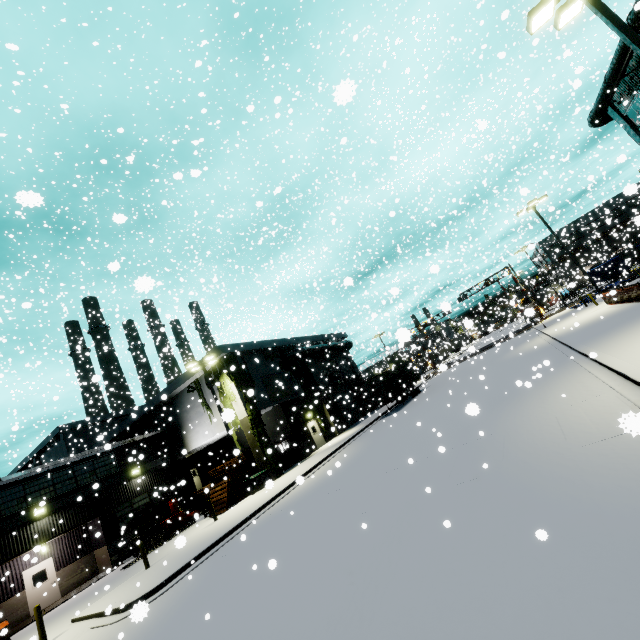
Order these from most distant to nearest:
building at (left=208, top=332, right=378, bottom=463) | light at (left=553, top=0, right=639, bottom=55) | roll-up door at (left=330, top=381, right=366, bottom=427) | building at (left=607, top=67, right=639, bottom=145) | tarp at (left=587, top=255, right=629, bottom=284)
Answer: tarp at (left=587, top=255, right=629, bottom=284), roll-up door at (left=330, top=381, right=366, bottom=427), building at (left=208, top=332, right=378, bottom=463), building at (left=607, top=67, right=639, bottom=145), light at (left=553, top=0, right=639, bottom=55)

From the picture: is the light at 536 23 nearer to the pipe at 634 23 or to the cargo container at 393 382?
the pipe at 634 23

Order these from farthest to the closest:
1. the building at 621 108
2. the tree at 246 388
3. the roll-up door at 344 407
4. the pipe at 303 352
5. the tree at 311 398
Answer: the roll-up door at 344 407, the pipe at 303 352, the tree at 311 398, the building at 621 108, the tree at 246 388

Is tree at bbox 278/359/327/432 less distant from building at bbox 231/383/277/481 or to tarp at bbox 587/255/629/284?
building at bbox 231/383/277/481

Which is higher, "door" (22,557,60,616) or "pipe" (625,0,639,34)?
"pipe" (625,0,639,34)

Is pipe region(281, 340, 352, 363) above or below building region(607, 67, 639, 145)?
below

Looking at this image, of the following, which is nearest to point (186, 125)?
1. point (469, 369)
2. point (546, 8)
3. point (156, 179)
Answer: point (156, 179)

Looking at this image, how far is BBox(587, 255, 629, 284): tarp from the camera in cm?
3850
